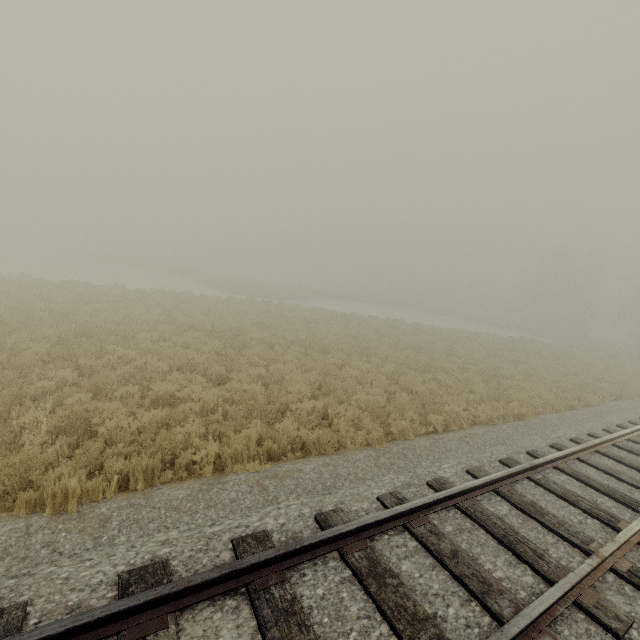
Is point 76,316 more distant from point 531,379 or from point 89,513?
point 531,379
